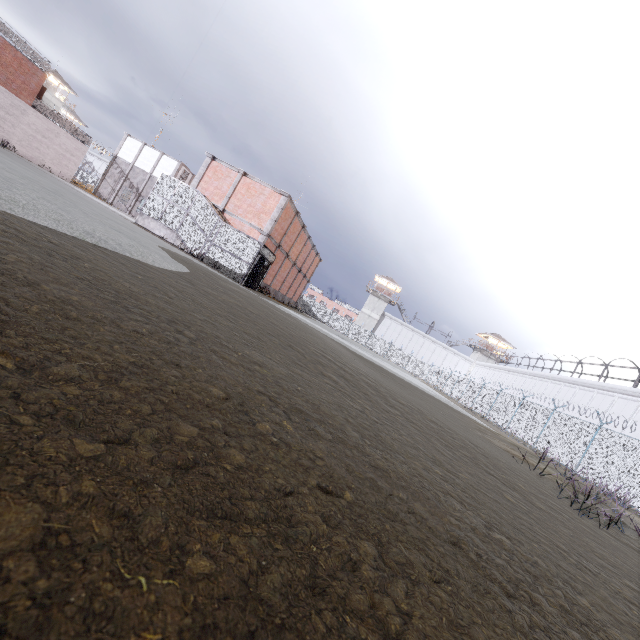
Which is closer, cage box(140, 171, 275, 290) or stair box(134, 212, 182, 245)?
cage box(140, 171, 275, 290)

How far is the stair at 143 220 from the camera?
20.59m

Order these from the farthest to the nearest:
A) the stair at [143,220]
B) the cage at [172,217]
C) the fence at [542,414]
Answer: the stair at [143,220]
the cage at [172,217]
the fence at [542,414]

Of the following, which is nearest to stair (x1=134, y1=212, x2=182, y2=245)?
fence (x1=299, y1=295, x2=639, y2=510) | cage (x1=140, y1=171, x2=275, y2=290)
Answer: cage (x1=140, y1=171, x2=275, y2=290)

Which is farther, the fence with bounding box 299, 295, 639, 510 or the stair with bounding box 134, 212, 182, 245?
the stair with bounding box 134, 212, 182, 245

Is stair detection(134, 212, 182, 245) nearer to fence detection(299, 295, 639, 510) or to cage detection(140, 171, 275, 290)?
cage detection(140, 171, 275, 290)

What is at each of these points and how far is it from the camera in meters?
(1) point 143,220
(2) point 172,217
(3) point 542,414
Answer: (1) stair, 21.0 m
(2) cage, 20.7 m
(3) fence, 21.4 m

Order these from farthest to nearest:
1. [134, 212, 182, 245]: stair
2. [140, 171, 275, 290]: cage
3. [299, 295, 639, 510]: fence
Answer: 1. [134, 212, 182, 245]: stair
2. [140, 171, 275, 290]: cage
3. [299, 295, 639, 510]: fence
